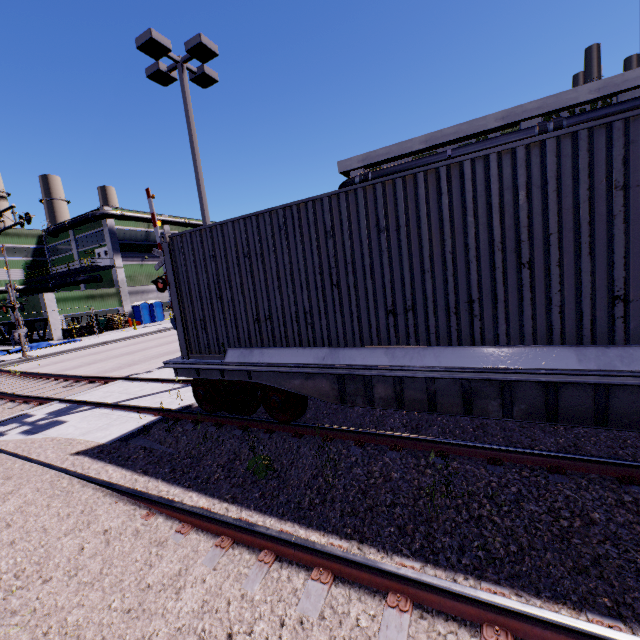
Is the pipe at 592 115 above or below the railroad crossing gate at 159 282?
above

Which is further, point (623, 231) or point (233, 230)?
point (233, 230)

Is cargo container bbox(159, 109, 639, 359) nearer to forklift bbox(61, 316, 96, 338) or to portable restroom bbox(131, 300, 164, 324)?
forklift bbox(61, 316, 96, 338)

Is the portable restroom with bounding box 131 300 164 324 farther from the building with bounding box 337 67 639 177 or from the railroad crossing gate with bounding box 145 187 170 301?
the railroad crossing gate with bounding box 145 187 170 301

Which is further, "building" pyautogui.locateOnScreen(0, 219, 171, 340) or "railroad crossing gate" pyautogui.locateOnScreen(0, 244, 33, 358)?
"building" pyautogui.locateOnScreen(0, 219, 171, 340)

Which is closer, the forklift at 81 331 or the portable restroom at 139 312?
the forklift at 81 331

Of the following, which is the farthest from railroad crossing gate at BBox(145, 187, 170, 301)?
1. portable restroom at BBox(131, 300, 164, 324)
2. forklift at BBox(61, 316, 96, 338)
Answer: portable restroom at BBox(131, 300, 164, 324)

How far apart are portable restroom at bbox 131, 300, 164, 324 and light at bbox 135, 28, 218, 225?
30.6 meters
